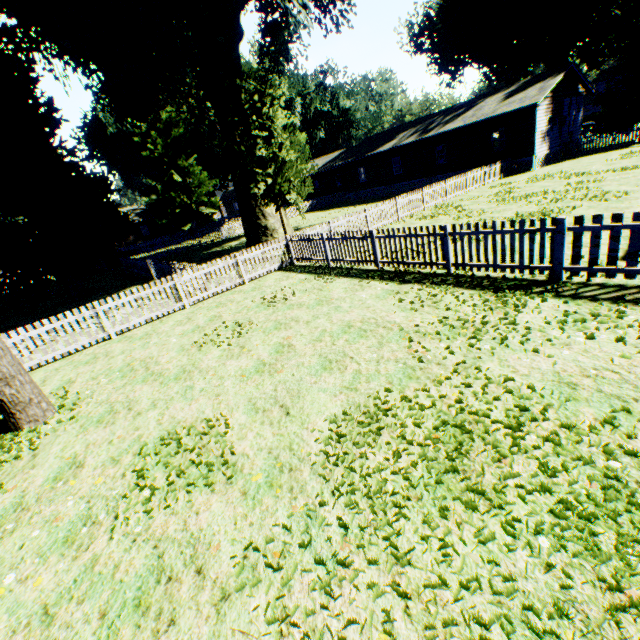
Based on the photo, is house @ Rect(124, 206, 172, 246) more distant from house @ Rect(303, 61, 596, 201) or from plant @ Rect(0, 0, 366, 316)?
house @ Rect(303, 61, 596, 201)

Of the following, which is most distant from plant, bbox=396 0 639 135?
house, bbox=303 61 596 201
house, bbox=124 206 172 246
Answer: house, bbox=124 206 172 246

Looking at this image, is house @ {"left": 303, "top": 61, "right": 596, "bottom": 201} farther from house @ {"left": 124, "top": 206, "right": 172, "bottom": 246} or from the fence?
house @ {"left": 124, "top": 206, "right": 172, "bottom": 246}

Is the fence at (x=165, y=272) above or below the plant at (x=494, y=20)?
below

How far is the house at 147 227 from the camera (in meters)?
53.91

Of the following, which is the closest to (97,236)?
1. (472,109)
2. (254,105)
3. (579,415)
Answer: (254,105)

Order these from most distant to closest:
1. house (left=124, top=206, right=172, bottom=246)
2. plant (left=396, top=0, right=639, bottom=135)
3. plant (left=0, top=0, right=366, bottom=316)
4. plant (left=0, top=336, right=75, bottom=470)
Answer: house (left=124, top=206, right=172, bottom=246) → plant (left=396, top=0, right=639, bottom=135) → plant (left=0, top=0, right=366, bottom=316) → plant (left=0, top=336, right=75, bottom=470)

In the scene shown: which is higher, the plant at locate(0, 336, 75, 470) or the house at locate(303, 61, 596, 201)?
the house at locate(303, 61, 596, 201)
